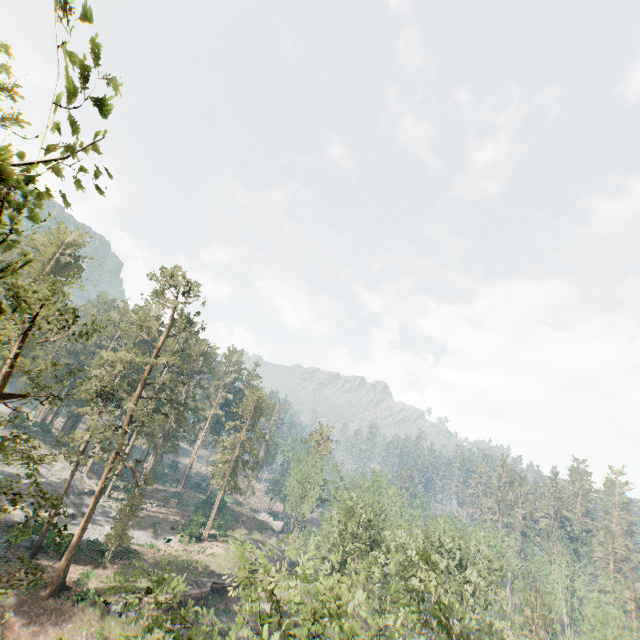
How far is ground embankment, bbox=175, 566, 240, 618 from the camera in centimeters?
3553cm

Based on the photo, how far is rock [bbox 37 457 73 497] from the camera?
43.4 meters

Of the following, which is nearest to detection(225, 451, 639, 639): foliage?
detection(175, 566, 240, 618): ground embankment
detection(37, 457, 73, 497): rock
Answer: detection(37, 457, 73, 497): rock

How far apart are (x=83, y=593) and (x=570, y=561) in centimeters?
7564cm

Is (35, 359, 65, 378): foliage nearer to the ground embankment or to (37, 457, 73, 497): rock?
(37, 457, 73, 497): rock

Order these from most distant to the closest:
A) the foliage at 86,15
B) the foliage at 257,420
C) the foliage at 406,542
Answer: the foliage at 257,420 → the foliage at 406,542 → the foliage at 86,15

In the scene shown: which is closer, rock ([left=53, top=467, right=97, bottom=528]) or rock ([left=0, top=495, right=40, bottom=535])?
rock ([left=0, top=495, right=40, bottom=535])

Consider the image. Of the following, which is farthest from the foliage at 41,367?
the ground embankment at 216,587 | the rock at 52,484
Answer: the ground embankment at 216,587
